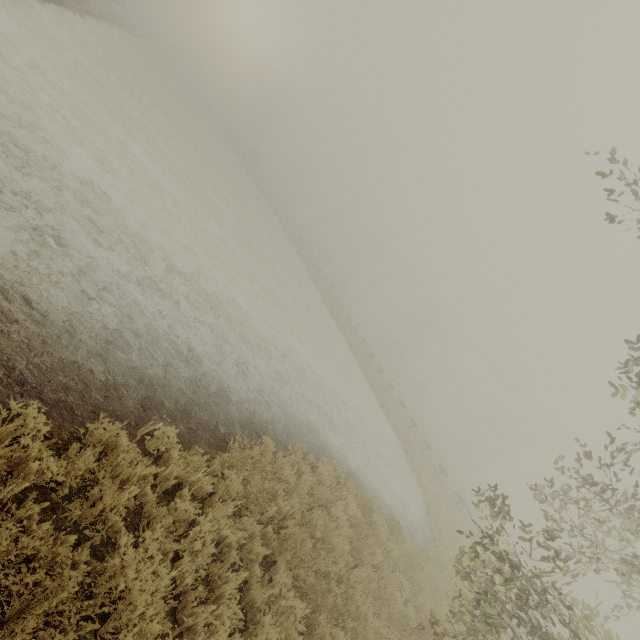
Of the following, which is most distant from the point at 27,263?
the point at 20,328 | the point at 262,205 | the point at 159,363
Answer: the point at 262,205
